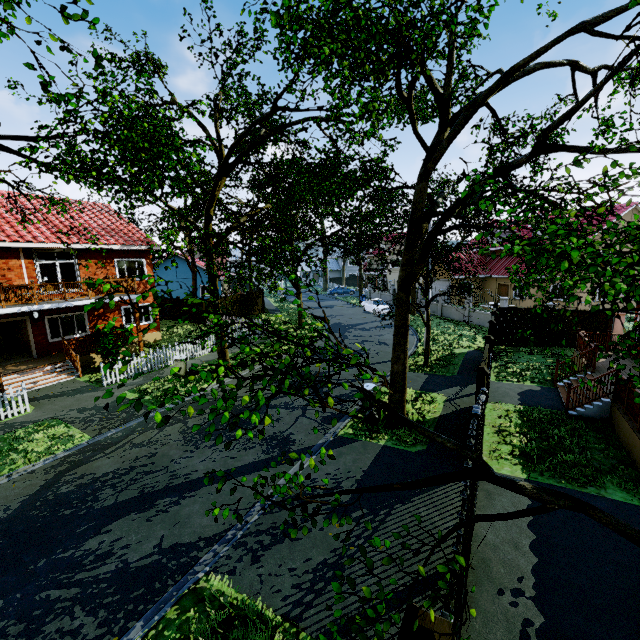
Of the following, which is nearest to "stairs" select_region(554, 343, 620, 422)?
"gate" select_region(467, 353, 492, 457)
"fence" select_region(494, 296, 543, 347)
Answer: "fence" select_region(494, 296, 543, 347)

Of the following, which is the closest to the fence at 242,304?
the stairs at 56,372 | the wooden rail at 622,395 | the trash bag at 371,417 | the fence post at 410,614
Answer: the stairs at 56,372

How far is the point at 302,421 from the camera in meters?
11.4 m

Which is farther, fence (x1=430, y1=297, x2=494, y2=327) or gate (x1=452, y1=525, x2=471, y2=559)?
fence (x1=430, y1=297, x2=494, y2=327)

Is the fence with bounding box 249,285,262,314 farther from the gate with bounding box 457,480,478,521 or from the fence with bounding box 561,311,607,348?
the gate with bounding box 457,480,478,521

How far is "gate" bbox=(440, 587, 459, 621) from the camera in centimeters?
293cm

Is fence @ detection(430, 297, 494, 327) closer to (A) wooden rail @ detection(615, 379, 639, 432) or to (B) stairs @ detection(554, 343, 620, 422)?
(B) stairs @ detection(554, 343, 620, 422)

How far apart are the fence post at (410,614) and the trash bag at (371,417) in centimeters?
800cm
